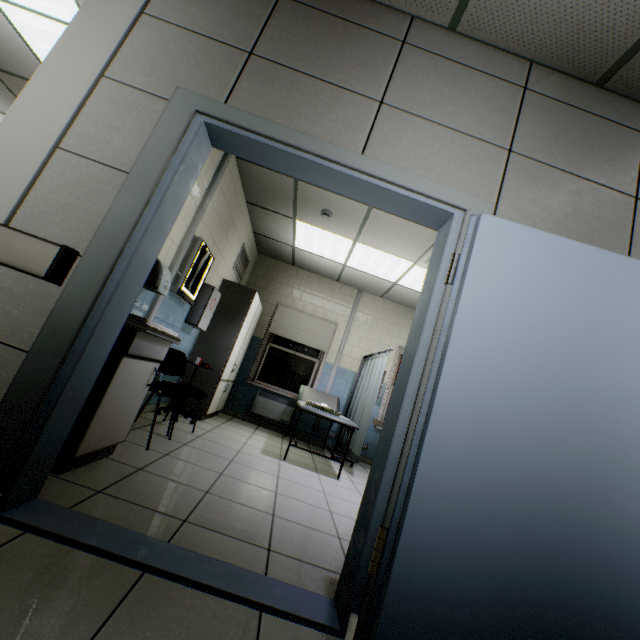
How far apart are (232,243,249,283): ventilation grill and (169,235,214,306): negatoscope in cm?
127

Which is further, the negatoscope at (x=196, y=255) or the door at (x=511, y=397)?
the negatoscope at (x=196, y=255)

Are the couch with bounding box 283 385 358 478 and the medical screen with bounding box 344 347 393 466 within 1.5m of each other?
yes

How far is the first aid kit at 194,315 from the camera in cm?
423

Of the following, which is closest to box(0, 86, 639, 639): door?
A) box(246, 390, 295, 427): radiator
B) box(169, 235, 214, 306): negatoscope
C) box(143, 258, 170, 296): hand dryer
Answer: box(143, 258, 170, 296): hand dryer

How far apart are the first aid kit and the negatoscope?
0.2 meters

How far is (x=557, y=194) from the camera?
1.9m

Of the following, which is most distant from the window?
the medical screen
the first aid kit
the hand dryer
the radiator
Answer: the hand dryer
